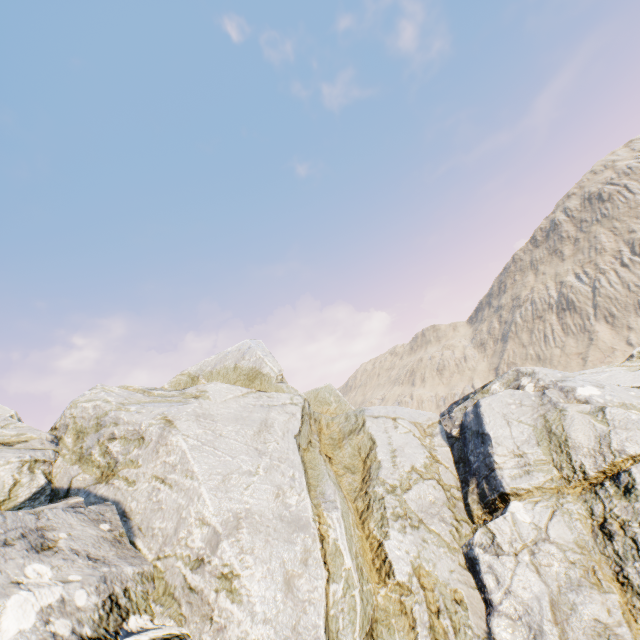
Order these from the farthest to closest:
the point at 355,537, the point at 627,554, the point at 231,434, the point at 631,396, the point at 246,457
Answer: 1. the point at 631,396
2. the point at 231,434
3. the point at 246,457
4. the point at 355,537
5. the point at 627,554
